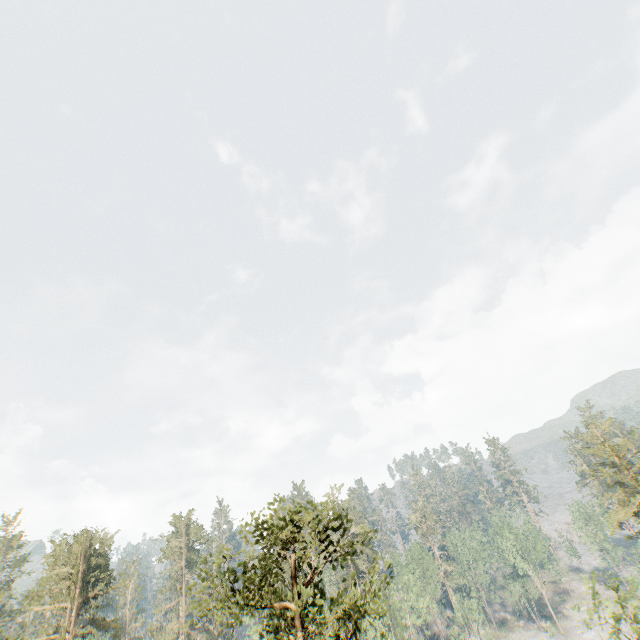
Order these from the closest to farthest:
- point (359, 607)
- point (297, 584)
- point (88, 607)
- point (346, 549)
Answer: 1. point (359, 607)
2. point (297, 584)
3. point (88, 607)
4. point (346, 549)

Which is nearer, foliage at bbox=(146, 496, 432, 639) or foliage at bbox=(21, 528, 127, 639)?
foliage at bbox=(146, 496, 432, 639)

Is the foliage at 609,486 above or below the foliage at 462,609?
above

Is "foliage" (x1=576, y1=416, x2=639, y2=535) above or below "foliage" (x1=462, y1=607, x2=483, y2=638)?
above

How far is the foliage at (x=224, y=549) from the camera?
10.9m
